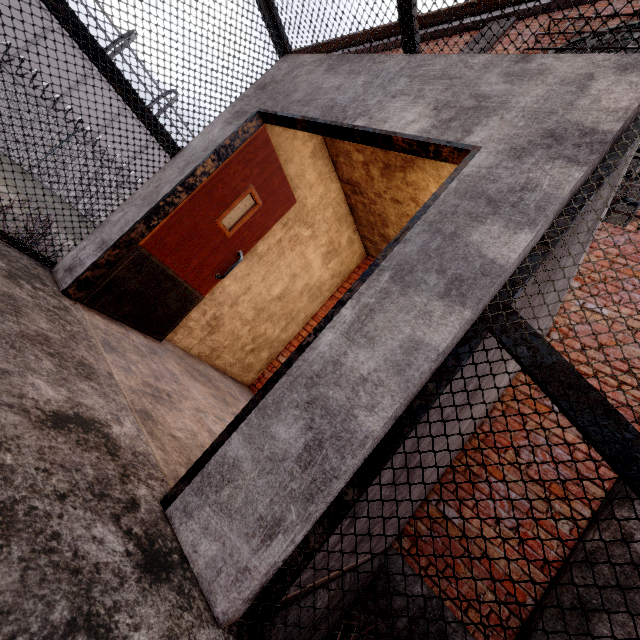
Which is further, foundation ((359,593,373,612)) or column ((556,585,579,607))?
foundation ((359,593,373,612))

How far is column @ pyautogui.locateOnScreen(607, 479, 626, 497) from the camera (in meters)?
3.00

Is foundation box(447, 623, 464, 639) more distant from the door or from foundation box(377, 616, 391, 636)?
the door

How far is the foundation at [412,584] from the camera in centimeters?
321cm

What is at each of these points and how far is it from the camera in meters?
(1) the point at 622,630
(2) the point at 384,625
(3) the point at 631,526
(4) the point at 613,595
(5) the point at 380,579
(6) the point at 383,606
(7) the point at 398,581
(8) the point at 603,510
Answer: (1) column, 2.6
(2) foundation, 3.2
(3) column, 2.9
(4) column, 2.7
(5) foundation, 3.4
(6) foundation, 3.3
(7) foundation, 3.3
(8) column, 3.0

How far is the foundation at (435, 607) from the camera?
3.1 meters

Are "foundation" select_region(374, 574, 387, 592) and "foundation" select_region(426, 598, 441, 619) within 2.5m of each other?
yes
